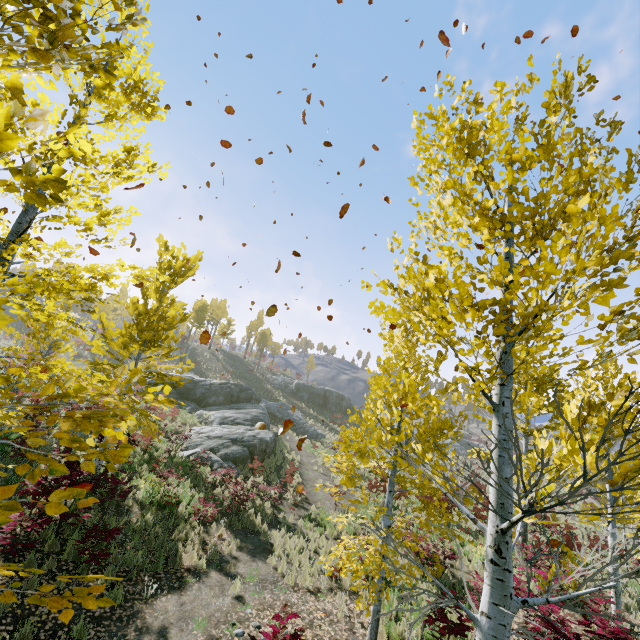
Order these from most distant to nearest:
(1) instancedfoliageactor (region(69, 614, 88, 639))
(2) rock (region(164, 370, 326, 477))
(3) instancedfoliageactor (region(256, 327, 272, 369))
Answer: (3) instancedfoliageactor (region(256, 327, 272, 369)) < (2) rock (region(164, 370, 326, 477)) < (1) instancedfoliageactor (region(69, 614, 88, 639))

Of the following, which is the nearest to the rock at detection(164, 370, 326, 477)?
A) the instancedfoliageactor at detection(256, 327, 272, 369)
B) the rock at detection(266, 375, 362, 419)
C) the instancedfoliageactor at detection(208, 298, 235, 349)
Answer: the rock at detection(266, 375, 362, 419)

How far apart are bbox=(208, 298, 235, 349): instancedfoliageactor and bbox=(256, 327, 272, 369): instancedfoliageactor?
7.81m

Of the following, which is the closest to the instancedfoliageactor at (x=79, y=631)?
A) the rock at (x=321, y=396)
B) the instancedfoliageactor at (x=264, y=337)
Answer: the rock at (x=321, y=396)

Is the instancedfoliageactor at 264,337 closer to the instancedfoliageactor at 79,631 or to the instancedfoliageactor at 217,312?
the instancedfoliageactor at 217,312

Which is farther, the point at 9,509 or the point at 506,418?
the point at 506,418

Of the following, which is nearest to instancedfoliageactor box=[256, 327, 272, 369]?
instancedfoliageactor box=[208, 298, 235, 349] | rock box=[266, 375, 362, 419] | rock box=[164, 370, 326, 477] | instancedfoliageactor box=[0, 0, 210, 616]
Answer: rock box=[266, 375, 362, 419]

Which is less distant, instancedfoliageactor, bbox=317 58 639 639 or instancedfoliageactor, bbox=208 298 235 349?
instancedfoliageactor, bbox=317 58 639 639
